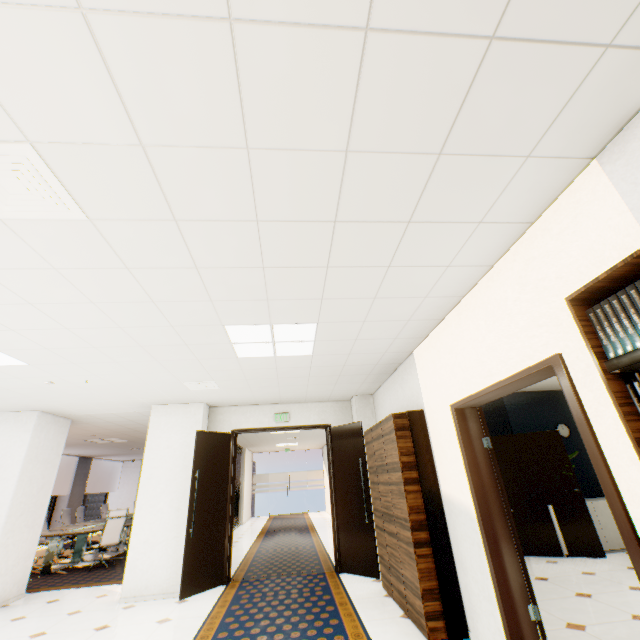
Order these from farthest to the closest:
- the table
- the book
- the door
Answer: the table → the door → the book

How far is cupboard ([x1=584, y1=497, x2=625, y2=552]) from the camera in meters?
5.7

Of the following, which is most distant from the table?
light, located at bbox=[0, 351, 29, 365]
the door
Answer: light, located at bbox=[0, 351, 29, 365]

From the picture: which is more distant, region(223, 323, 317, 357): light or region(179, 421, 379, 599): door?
region(179, 421, 379, 599): door

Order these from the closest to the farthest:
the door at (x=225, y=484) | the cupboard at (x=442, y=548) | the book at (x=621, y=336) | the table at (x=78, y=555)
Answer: the book at (x=621, y=336), the cupboard at (x=442, y=548), the door at (x=225, y=484), the table at (x=78, y=555)

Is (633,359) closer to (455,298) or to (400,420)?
(455,298)

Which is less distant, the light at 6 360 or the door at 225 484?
the light at 6 360

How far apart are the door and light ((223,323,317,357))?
2.6 meters
